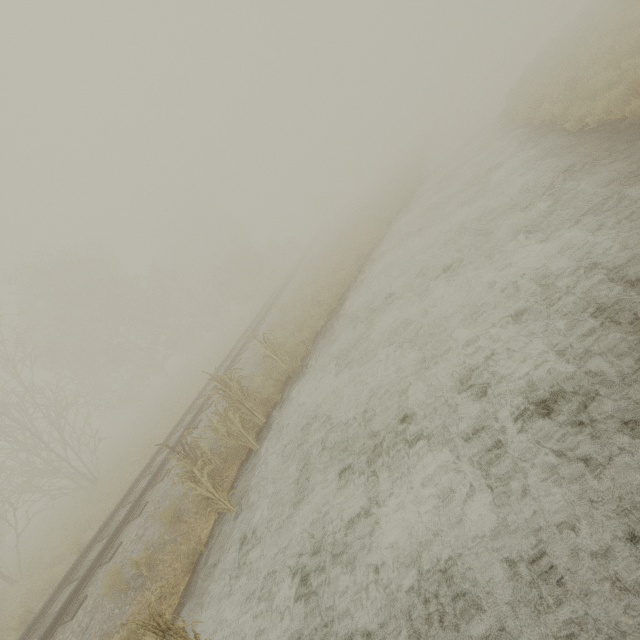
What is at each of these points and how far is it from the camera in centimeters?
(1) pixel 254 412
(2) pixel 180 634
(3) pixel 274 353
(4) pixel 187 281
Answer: (1) tree, 864cm
(2) tree, 383cm
(3) tree, 954cm
(4) tree, 4297cm

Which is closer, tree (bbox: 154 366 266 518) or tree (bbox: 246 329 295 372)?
tree (bbox: 154 366 266 518)

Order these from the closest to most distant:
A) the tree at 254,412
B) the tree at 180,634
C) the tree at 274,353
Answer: the tree at 180,634
the tree at 254,412
the tree at 274,353

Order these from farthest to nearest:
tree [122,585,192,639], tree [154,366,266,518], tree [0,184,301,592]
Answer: tree [0,184,301,592] → tree [154,366,266,518] → tree [122,585,192,639]

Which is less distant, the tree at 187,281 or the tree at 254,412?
the tree at 254,412

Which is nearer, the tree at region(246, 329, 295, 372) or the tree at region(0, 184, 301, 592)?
the tree at region(246, 329, 295, 372)

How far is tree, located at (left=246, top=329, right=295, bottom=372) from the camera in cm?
974
